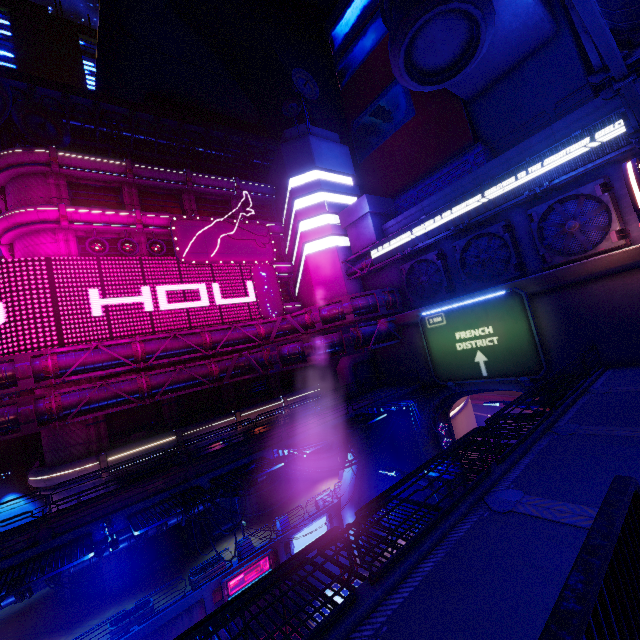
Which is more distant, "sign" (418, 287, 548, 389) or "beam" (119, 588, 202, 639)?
"sign" (418, 287, 548, 389)

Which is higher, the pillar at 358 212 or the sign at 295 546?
the pillar at 358 212

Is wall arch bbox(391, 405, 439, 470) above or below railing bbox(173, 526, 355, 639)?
below

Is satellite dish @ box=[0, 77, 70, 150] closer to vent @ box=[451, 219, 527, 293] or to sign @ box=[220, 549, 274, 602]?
vent @ box=[451, 219, 527, 293]

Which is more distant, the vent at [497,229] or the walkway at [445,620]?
the vent at [497,229]

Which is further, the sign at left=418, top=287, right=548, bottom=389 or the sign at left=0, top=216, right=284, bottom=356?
the sign at left=0, top=216, right=284, bottom=356

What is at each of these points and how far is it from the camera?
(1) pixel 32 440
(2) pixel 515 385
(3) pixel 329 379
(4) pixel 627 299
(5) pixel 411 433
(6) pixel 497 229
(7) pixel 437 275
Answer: (1) column, 30.4 meters
(2) wall arch, 21.1 meters
(3) building, 33.4 meters
(4) wall arch, 16.4 meters
(5) wall arch, 28.1 meters
(6) vent, 22.7 meters
(7) vent, 27.2 meters

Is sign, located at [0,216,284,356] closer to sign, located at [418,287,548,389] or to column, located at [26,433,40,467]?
column, located at [26,433,40,467]
